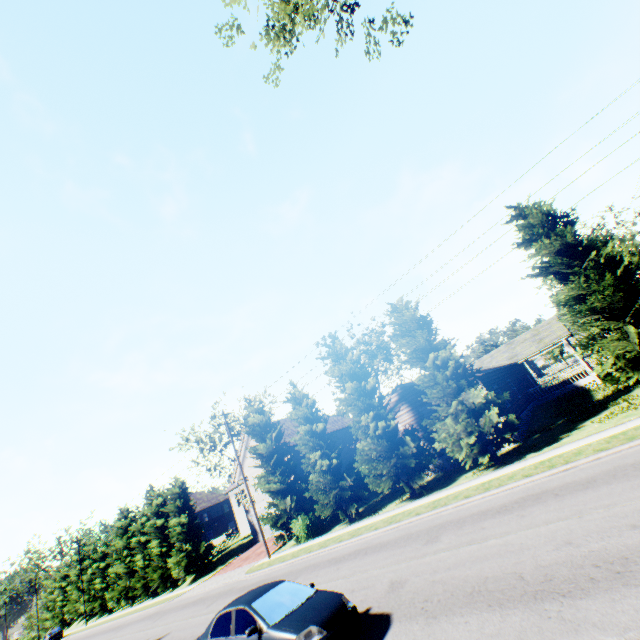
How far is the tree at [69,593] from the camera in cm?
5266

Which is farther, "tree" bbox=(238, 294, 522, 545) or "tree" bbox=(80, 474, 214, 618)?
"tree" bbox=(80, 474, 214, 618)

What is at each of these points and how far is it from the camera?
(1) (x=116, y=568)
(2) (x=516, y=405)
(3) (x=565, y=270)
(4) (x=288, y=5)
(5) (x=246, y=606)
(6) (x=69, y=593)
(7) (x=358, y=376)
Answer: (1) tree, 43.0 meters
(2) house, 23.6 meters
(3) tree, 15.0 meters
(4) tree, 11.0 meters
(5) car, 7.8 meters
(6) tree, 57.1 meters
(7) tree, 22.2 meters

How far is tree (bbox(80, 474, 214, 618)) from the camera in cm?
3484

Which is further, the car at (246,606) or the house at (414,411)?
the house at (414,411)

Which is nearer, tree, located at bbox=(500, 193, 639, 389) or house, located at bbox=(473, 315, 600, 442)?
tree, located at bbox=(500, 193, 639, 389)
